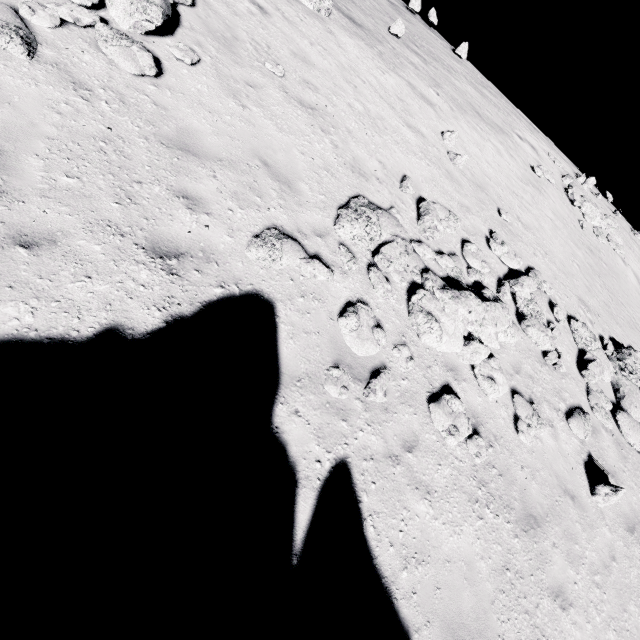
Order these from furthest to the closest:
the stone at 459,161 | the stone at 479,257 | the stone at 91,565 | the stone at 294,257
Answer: the stone at 459,161 < the stone at 479,257 < the stone at 294,257 < the stone at 91,565

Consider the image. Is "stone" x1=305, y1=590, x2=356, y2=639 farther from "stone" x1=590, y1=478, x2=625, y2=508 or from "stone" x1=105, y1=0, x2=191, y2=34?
"stone" x1=590, y1=478, x2=625, y2=508

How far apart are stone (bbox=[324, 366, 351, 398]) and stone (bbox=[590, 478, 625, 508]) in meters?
6.8

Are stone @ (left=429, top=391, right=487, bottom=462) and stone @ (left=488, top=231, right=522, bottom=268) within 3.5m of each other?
no

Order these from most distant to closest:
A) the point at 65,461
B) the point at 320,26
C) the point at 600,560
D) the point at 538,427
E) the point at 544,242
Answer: the point at 544,242 < the point at 320,26 < the point at 538,427 < the point at 600,560 < the point at 65,461

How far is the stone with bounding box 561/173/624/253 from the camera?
16.3 meters

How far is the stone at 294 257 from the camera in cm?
518

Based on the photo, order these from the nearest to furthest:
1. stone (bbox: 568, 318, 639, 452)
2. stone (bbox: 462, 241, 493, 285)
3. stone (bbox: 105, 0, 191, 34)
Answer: stone (bbox: 105, 0, 191, 34) → stone (bbox: 462, 241, 493, 285) → stone (bbox: 568, 318, 639, 452)
